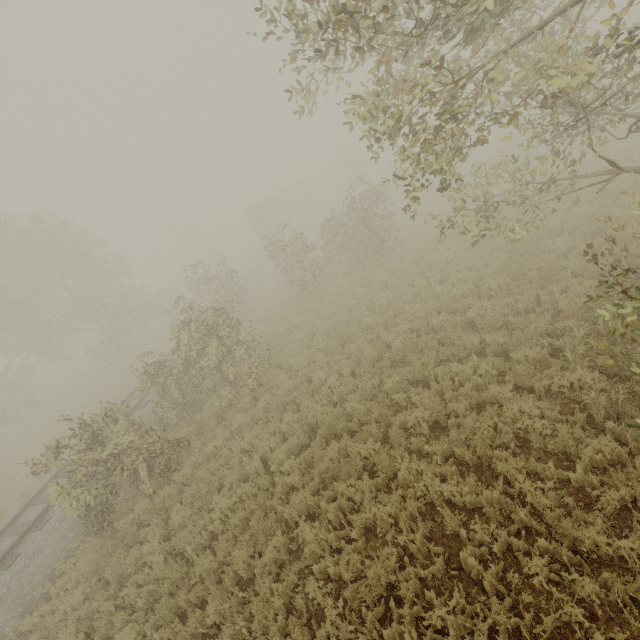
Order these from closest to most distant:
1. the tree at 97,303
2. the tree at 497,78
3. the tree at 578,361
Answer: the tree at 497,78
the tree at 578,361
the tree at 97,303

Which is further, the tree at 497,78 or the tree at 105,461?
the tree at 105,461

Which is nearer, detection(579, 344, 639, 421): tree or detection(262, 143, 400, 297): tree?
detection(579, 344, 639, 421): tree

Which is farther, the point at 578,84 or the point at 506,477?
the point at 506,477

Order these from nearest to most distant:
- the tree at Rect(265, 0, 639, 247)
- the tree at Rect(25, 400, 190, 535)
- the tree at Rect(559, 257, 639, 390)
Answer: the tree at Rect(265, 0, 639, 247), the tree at Rect(559, 257, 639, 390), the tree at Rect(25, 400, 190, 535)

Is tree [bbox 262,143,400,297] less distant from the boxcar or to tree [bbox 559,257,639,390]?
the boxcar
